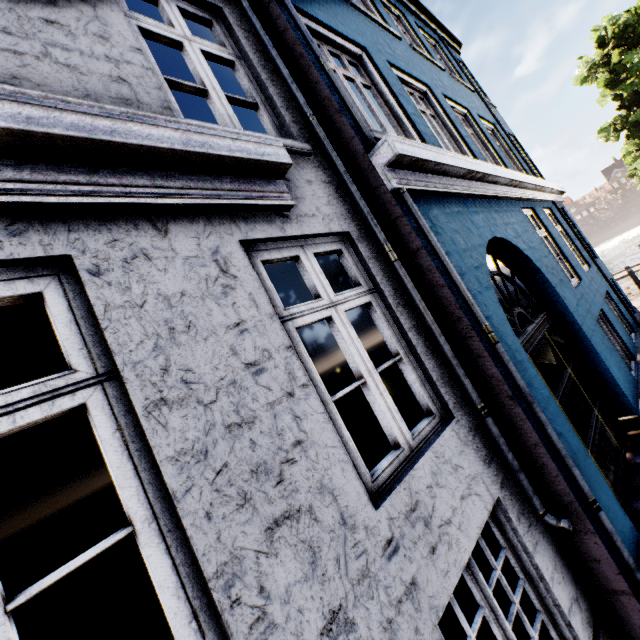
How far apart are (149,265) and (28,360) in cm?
681

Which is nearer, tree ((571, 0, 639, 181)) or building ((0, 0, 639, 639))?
A: building ((0, 0, 639, 639))

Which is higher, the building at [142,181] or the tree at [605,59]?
the tree at [605,59]

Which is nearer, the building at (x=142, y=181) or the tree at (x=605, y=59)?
the building at (x=142, y=181)

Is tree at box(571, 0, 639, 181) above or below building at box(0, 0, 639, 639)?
Answer: above
